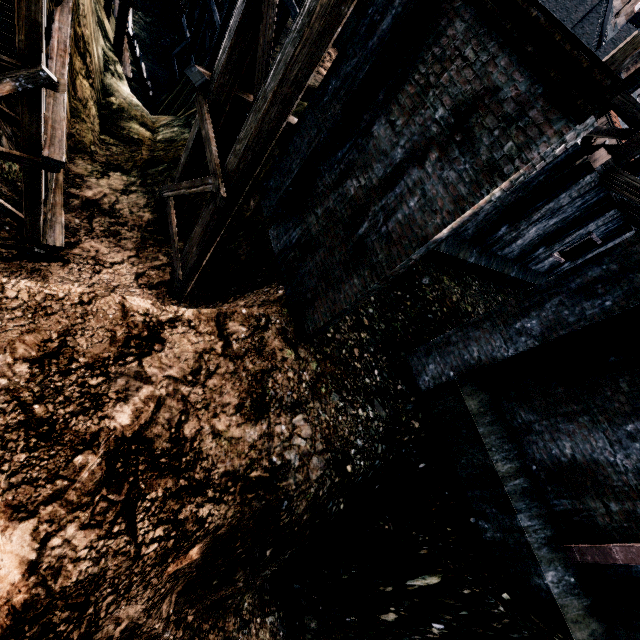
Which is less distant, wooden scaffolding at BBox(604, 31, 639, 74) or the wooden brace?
wooden scaffolding at BBox(604, 31, 639, 74)

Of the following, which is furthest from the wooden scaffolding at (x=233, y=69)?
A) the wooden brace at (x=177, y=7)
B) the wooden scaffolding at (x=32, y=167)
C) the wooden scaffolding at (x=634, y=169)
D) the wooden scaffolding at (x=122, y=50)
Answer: the wooden brace at (x=177, y=7)

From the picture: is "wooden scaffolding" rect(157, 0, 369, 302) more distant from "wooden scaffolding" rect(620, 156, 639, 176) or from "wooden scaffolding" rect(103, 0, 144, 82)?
"wooden scaffolding" rect(103, 0, 144, 82)

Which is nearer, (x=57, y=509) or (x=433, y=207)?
(x=57, y=509)

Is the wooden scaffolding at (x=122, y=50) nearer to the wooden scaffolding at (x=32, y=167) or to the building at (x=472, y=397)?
the wooden scaffolding at (x=32, y=167)

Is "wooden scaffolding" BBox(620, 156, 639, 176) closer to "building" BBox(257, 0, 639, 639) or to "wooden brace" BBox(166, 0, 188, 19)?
"building" BBox(257, 0, 639, 639)

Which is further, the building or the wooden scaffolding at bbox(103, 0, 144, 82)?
the wooden scaffolding at bbox(103, 0, 144, 82)
